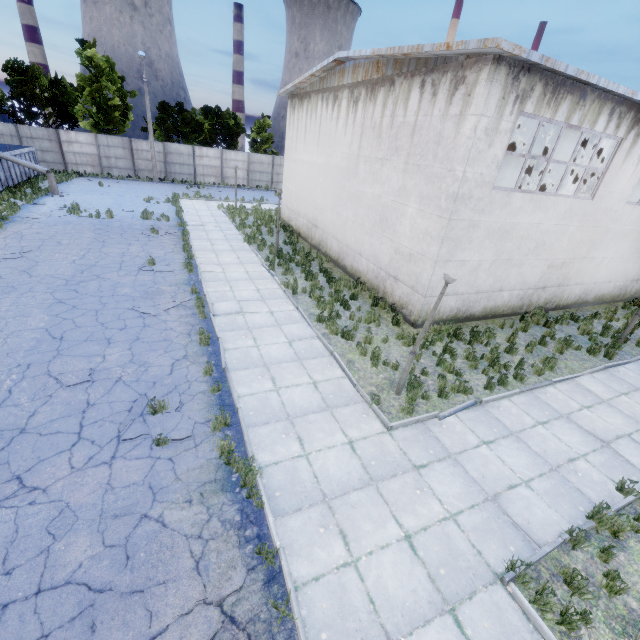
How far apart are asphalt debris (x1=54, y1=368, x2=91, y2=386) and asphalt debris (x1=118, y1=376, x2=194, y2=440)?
1.4 meters

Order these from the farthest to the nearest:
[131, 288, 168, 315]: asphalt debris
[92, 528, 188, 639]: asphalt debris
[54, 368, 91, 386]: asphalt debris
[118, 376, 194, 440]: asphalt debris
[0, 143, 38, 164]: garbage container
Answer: [0, 143, 38, 164]: garbage container → [131, 288, 168, 315]: asphalt debris → [54, 368, 91, 386]: asphalt debris → [118, 376, 194, 440]: asphalt debris → [92, 528, 188, 639]: asphalt debris

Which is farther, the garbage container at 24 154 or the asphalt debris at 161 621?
the garbage container at 24 154

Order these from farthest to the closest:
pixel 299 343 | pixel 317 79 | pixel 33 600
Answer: pixel 317 79
pixel 299 343
pixel 33 600

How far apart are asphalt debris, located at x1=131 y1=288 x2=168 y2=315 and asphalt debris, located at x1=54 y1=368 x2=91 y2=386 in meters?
2.8 m

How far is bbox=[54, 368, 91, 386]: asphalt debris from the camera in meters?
7.3 m

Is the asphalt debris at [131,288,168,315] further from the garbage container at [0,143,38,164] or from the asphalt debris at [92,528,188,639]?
the garbage container at [0,143,38,164]

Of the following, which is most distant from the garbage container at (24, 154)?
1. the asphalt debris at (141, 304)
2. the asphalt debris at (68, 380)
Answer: the asphalt debris at (68, 380)
